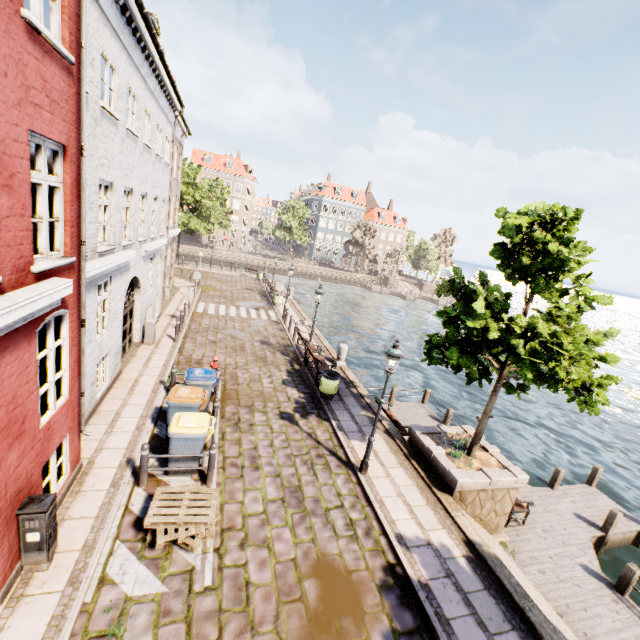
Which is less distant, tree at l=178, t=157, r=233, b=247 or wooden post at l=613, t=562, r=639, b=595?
wooden post at l=613, t=562, r=639, b=595

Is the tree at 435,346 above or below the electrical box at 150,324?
above

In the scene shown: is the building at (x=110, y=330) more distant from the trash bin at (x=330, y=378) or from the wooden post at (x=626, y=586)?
the wooden post at (x=626, y=586)

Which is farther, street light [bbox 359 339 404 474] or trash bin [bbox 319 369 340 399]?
trash bin [bbox 319 369 340 399]

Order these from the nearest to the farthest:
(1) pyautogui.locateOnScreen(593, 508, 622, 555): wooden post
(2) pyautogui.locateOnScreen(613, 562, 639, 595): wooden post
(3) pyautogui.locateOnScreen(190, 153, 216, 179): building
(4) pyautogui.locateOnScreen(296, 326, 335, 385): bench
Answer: (2) pyautogui.locateOnScreen(613, 562, 639, 595): wooden post, (1) pyautogui.locateOnScreen(593, 508, 622, 555): wooden post, (4) pyautogui.locateOnScreen(296, 326, 335, 385): bench, (3) pyautogui.locateOnScreen(190, 153, 216, 179): building

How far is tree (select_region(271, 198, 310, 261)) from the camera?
55.28m

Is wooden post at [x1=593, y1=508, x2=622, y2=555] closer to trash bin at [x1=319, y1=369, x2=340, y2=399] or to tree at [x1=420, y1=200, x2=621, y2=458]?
tree at [x1=420, y1=200, x2=621, y2=458]

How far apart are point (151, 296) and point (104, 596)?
12.30m
